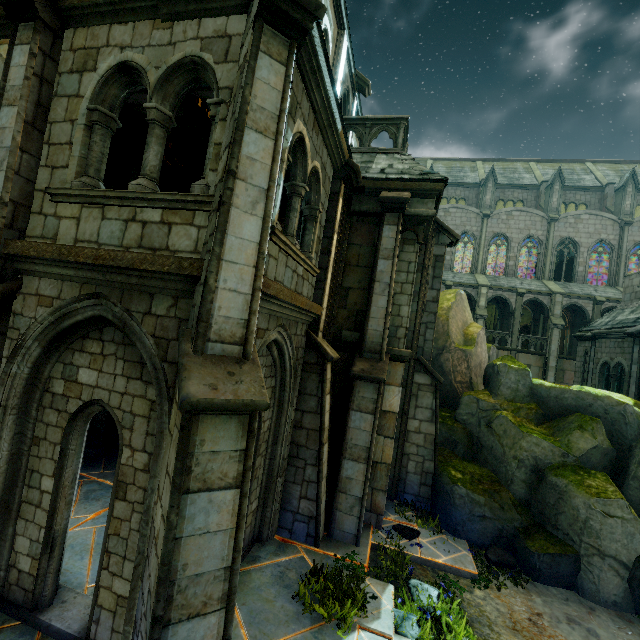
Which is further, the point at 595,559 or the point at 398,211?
the point at 398,211

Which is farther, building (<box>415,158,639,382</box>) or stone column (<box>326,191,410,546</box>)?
building (<box>415,158,639,382</box>)

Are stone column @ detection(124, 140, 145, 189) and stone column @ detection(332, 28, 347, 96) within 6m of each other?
yes

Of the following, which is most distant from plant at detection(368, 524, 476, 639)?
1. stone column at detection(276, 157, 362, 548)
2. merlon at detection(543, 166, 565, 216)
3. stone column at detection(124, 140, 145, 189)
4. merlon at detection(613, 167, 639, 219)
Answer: merlon at detection(613, 167, 639, 219)

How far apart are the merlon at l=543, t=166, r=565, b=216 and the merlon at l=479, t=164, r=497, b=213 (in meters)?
4.59

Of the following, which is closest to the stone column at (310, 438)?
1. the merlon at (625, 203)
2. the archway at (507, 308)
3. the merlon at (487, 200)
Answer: the archway at (507, 308)

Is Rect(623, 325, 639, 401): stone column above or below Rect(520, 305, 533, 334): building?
below

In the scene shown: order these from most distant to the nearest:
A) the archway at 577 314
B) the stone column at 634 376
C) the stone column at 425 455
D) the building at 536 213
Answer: the building at 536 213
the archway at 577 314
the stone column at 634 376
the stone column at 425 455
